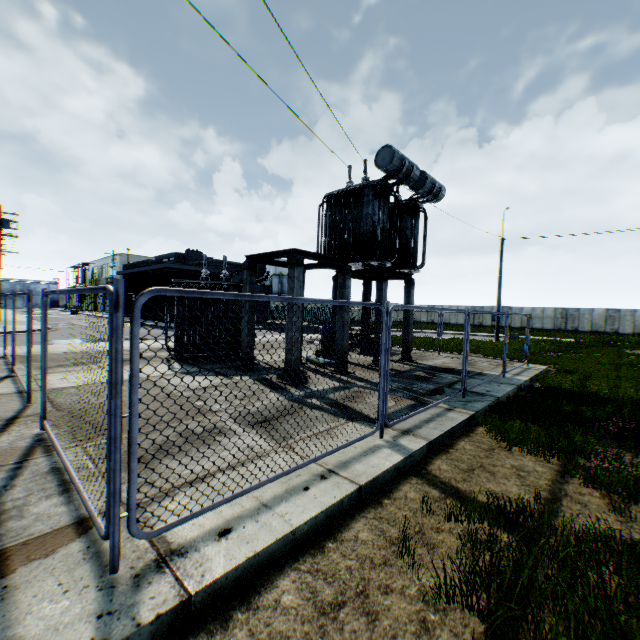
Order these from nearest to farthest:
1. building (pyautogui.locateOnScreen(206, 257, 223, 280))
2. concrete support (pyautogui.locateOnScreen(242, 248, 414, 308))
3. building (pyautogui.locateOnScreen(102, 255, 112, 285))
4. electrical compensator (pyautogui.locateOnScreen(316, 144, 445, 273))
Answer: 1. concrete support (pyautogui.locateOnScreen(242, 248, 414, 308))
2. electrical compensator (pyautogui.locateOnScreen(316, 144, 445, 273))
3. building (pyautogui.locateOnScreen(206, 257, 223, 280))
4. building (pyautogui.locateOnScreen(102, 255, 112, 285))

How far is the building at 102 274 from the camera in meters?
56.1

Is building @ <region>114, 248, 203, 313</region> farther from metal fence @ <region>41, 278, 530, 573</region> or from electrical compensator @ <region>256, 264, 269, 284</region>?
electrical compensator @ <region>256, 264, 269, 284</region>

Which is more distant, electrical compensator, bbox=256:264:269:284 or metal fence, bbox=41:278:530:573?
electrical compensator, bbox=256:264:269:284

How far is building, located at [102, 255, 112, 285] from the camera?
56.06m

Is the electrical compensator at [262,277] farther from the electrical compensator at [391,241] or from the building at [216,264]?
the building at [216,264]

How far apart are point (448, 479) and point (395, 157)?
9.6m

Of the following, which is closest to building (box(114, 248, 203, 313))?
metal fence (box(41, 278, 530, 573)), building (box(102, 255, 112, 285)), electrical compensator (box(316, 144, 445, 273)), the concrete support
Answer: metal fence (box(41, 278, 530, 573))
